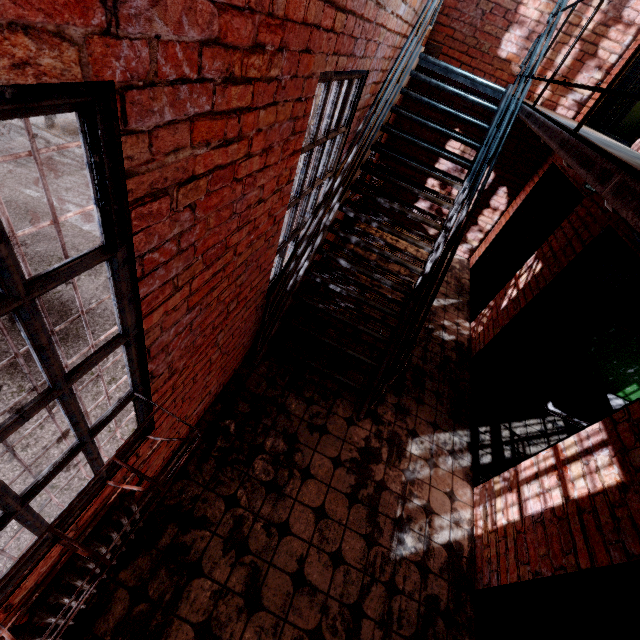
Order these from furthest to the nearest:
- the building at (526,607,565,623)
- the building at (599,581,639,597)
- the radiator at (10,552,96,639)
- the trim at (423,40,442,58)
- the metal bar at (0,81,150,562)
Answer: the trim at (423,40,442,58), the building at (526,607,565,623), the building at (599,581,639,597), the radiator at (10,552,96,639), the metal bar at (0,81,150,562)

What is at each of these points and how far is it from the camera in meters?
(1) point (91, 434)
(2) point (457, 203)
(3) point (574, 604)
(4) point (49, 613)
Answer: (1) metal bar, 1.6 m
(2) stair, 4.0 m
(3) metal bar, 2.0 m
(4) radiator, 1.6 m

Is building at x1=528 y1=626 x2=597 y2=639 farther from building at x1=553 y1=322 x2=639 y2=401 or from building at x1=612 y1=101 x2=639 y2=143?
building at x1=612 y1=101 x2=639 y2=143

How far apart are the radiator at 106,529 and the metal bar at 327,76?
1.85m

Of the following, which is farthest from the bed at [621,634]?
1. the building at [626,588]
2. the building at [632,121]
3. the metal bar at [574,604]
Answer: the building at [632,121]

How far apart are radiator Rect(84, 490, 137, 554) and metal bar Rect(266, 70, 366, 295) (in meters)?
1.85

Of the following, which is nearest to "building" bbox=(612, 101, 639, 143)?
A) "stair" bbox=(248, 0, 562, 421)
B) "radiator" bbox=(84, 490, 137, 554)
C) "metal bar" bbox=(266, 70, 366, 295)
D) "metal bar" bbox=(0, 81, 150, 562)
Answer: "stair" bbox=(248, 0, 562, 421)

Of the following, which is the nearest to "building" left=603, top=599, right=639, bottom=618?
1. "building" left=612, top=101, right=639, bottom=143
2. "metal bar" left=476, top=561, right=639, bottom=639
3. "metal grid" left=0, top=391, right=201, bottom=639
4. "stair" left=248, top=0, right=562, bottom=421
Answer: "metal bar" left=476, top=561, right=639, bottom=639
